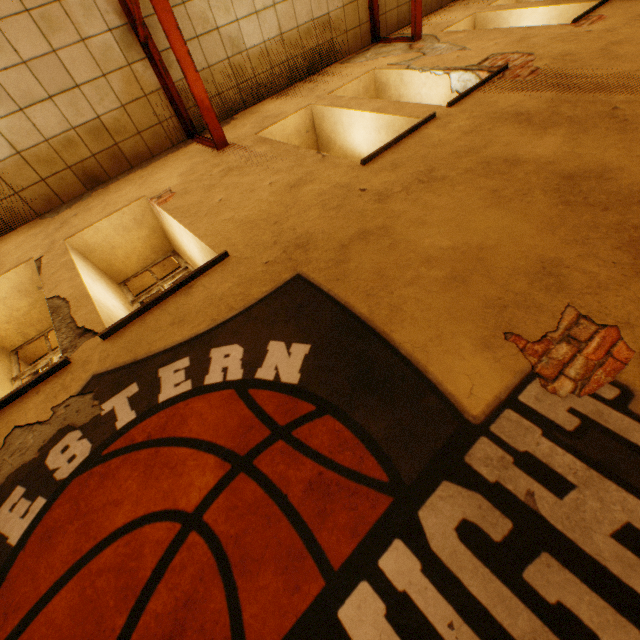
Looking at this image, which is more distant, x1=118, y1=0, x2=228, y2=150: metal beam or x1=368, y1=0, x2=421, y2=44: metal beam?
x1=368, y1=0, x2=421, y2=44: metal beam

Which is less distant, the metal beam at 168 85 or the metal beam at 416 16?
the metal beam at 168 85

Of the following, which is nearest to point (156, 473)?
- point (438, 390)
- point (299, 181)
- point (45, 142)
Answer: point (438, 390)
